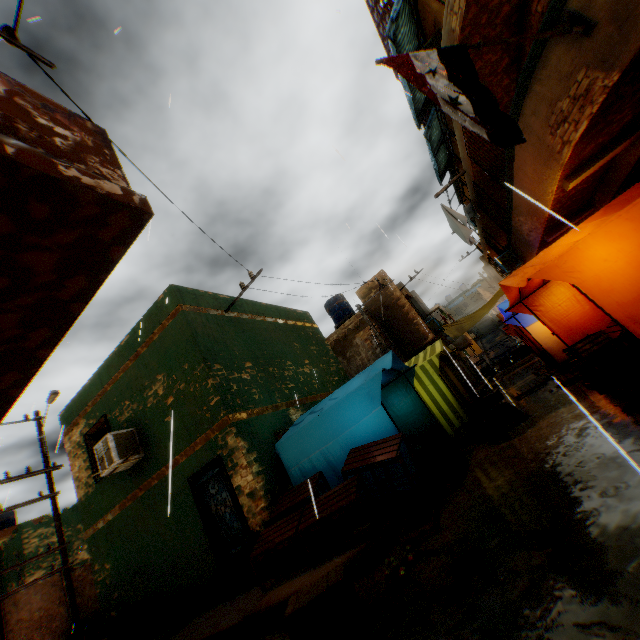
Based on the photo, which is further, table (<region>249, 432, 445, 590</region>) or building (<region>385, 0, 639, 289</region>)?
table (<region>249, 432, 445, 590</region>)

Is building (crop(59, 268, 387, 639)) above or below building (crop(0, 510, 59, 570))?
below

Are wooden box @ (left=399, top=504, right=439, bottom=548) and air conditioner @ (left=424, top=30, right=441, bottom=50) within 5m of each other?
no

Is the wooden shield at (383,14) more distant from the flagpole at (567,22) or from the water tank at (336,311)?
the water tank at (336,311)

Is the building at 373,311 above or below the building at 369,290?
below

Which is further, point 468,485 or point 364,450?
point 364,450

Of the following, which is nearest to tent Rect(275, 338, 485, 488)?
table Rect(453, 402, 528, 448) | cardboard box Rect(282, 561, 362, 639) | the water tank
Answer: table Rect(453, 402, 528, 448)

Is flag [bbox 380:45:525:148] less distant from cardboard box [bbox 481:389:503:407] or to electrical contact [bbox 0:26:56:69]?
electrical contact [bbox 0:26:56:69]
